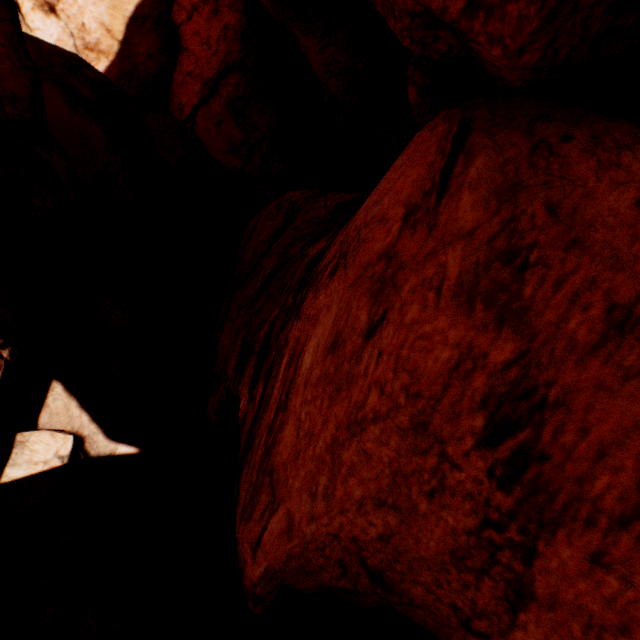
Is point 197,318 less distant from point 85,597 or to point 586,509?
point 85,597
